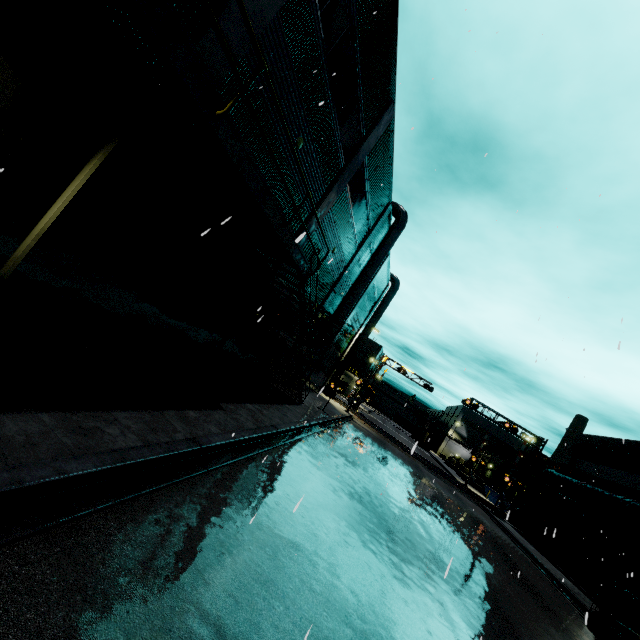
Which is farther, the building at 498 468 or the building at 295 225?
the building at 498 468

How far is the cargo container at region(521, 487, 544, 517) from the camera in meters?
31.9 m

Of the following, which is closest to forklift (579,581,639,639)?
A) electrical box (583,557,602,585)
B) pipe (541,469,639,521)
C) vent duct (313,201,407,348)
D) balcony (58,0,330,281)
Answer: vent duct (313,201,407,348)

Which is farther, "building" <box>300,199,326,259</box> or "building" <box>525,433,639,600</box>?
"building" <box>525,433,639,600</box>

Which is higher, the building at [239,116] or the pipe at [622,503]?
the building at [239,116]

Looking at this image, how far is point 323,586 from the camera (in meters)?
5.22

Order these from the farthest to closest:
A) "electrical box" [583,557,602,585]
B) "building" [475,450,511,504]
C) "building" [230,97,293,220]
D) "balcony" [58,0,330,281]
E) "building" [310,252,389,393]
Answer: "building" [475,450,511,504], "building" [310,252,389,393], "electrical box" [583,557,602,585], "building" [230,97,293,220], "balcony" [58,0,330,281]

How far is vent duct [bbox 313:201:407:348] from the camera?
22.7m
